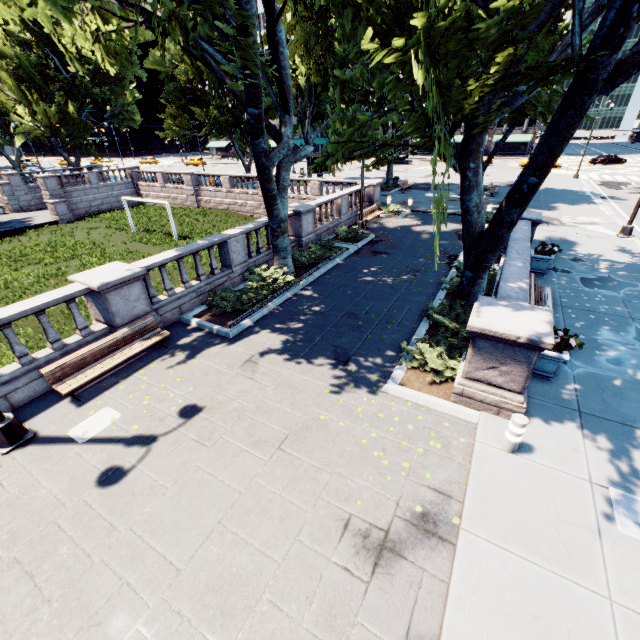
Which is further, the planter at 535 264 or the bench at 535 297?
the planter at 535 264

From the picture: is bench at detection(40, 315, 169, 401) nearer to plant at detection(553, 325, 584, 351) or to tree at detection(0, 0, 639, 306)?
tree at detection(0, 0, 639, 306)

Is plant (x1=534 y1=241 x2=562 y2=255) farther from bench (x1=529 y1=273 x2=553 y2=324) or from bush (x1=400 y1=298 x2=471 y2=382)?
bush (x1=400 y1=298 x2=471 y2=382)

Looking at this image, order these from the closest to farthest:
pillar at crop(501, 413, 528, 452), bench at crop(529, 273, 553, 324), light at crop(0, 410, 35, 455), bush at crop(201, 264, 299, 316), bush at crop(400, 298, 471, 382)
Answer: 1. pillar at crop(501, 413, 528, 452)
2. light at crop(0, 410, 35, 455)
3. bush at crop(400, 298, 471, 382)
4. bench at crop(529, 273, 553, 324)
5. bush at crop(201, 264, 299, 316)

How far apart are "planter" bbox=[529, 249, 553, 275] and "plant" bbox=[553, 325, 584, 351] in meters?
6.6 m

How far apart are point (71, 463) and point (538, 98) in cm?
2996

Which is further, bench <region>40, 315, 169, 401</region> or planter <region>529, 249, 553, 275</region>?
planter <region>529, 249, 553, 275</region>

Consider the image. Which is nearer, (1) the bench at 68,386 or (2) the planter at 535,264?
(1) the bench at 68,386
